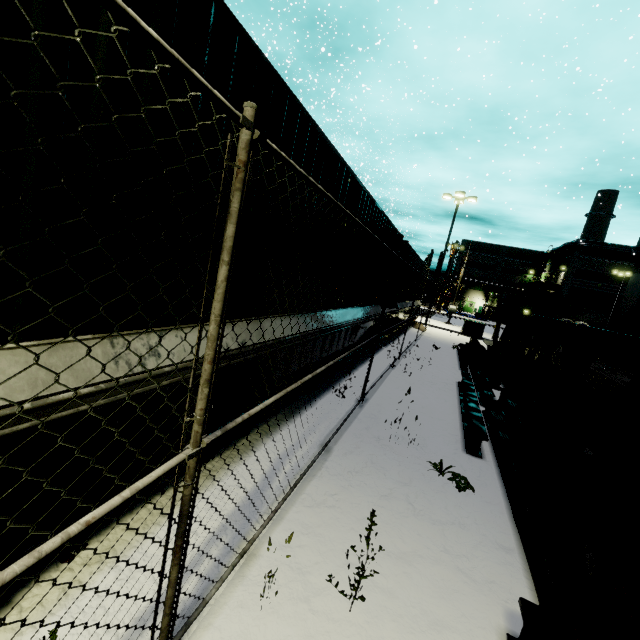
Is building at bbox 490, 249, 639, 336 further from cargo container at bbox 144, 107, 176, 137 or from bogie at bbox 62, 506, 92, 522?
bogie at bbox 62, 506, 92, 522

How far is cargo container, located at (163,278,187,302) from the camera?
2.5m

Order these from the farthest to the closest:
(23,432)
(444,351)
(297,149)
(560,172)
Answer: (560,172) → (444,351) → (297,149) → (23,432)

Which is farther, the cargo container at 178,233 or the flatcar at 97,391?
the cargo container at 178,233

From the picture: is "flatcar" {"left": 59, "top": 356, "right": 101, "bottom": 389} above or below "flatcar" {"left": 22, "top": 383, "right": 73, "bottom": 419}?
above

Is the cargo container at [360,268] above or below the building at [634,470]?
above

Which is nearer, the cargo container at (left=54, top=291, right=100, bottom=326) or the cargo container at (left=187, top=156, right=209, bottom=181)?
the cargo container at (left=54, top=291, right=100, bottom=326)

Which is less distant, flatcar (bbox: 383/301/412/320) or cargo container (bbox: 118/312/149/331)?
cargo container (bbox: 118/312/149/331)
